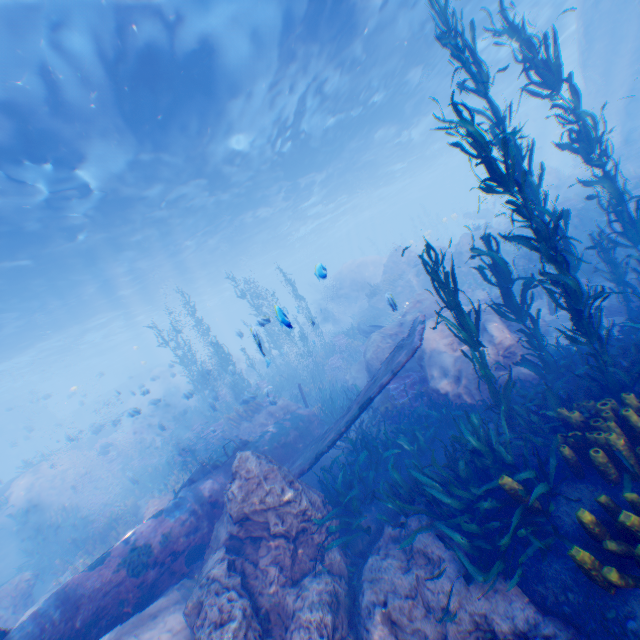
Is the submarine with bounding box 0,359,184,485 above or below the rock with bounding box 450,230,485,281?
above

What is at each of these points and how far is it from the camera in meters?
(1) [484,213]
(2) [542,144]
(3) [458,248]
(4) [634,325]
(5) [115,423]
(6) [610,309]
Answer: (1) plane, 30.2
(2) rock, 49.8
(3) rock, 17.8
(4) instancedfoliageactor, 6.0
(5) plane, 16.2
(6) rock, 9.5

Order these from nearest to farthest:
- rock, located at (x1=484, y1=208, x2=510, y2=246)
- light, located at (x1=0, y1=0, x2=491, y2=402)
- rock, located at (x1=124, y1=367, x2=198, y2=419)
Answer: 1. light, located at (x1=0, y1=0, x2=491, y2=402)
2. rock, located at (x1=124, y1=367, x2=198, y2=419)
3. rock, located at (x1=484, y1=208, x2=510, y2=246)

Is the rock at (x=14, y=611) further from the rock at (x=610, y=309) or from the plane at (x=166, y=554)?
the rock at (x=610, y=309)

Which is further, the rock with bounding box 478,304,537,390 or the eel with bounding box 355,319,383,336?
the eel with bounding box 355,319,383,336

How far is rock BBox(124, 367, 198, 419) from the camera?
14.1 meters

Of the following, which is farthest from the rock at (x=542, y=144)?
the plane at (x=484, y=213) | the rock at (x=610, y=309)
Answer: the rock at (x=610, y=309)
